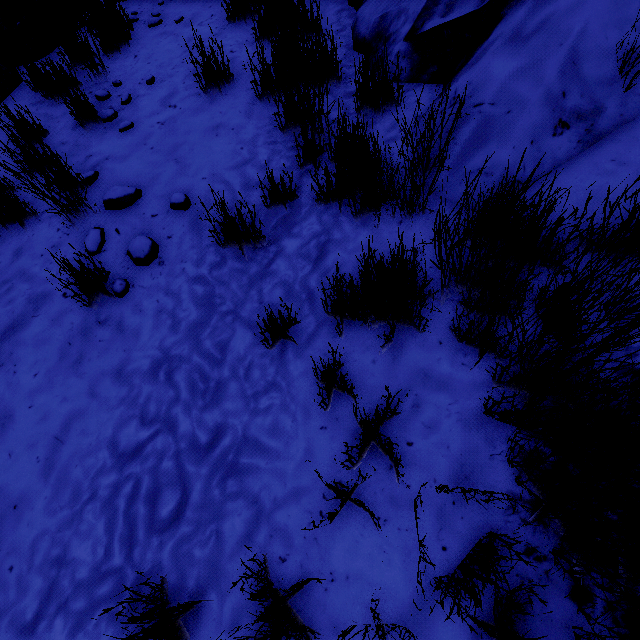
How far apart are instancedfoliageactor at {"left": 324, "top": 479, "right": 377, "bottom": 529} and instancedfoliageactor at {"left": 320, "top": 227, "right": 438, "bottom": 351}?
0.2m

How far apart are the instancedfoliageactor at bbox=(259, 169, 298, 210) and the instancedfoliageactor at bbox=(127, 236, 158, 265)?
0.6 meters

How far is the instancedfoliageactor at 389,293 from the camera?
1.45m

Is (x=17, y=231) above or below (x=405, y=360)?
above

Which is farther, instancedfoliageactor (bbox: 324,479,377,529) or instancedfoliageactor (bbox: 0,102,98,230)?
instancedfoliageactor (bbox: 0,102,98,230)

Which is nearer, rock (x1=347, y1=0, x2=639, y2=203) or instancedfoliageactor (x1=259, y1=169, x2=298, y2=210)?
rock (x1=347, y1=0, x2=639, y2=203)

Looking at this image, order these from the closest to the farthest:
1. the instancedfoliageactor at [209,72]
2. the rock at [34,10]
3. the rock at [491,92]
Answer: the rock at [491,92], the instancedfoliageactor at [209,72], the rock at [34,10]

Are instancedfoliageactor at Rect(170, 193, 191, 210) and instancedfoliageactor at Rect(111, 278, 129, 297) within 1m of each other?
yes
